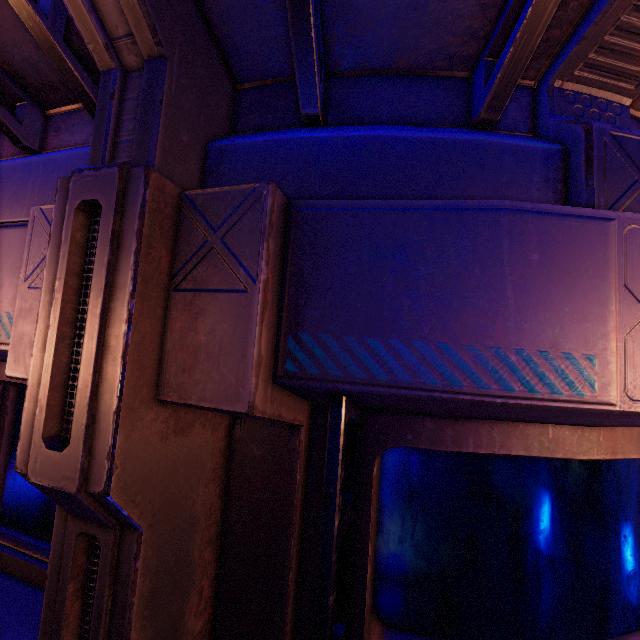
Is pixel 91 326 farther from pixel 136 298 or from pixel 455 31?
pixel 455 31
